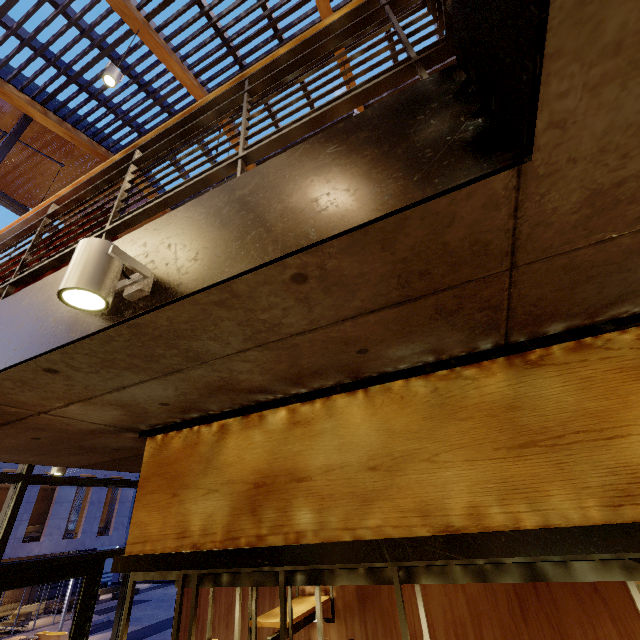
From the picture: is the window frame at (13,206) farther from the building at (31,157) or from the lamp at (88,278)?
the lamp at (88,278)

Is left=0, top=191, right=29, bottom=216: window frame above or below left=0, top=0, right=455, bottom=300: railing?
above

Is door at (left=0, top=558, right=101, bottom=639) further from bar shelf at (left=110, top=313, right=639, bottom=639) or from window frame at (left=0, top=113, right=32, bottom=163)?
bar shelf at (left=110, top=313, right=639, bottom=639)

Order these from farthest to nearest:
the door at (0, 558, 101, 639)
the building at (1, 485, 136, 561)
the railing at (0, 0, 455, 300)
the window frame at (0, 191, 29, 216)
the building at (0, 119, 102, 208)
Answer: the building at (1, 485, 136, 561) < the building at (0, 119, 102, 208) < the window frame at (0, 191, 29, 216) < the door at (0, 558, 101, 639) < the railing at (0, 0, 455, 300)

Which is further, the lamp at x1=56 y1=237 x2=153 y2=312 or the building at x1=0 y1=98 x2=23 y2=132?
the building at x1=0 y1=98 x2=23 y2=132

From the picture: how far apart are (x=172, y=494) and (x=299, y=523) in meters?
1.1 m

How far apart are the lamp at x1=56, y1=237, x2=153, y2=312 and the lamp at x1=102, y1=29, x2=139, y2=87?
4.3 meters

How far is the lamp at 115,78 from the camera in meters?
4.0
